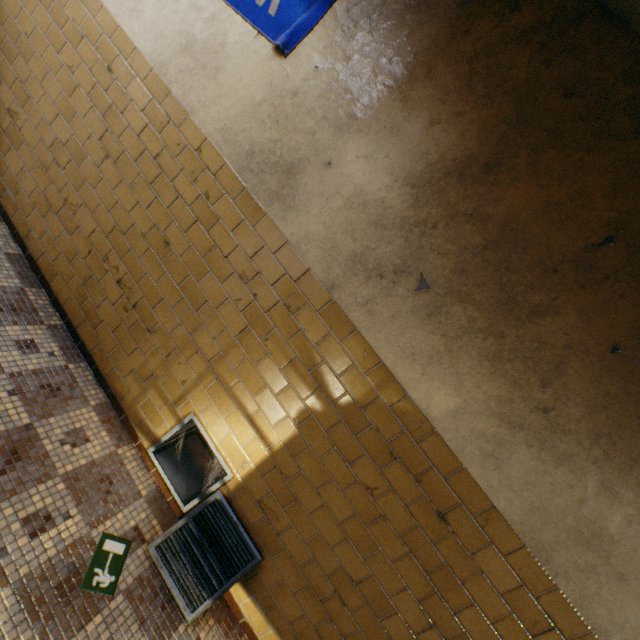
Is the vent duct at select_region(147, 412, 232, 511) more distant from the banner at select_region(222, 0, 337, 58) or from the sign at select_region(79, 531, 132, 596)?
the banner at select_region(222, 0, 337, 58)

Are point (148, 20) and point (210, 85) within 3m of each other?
yes

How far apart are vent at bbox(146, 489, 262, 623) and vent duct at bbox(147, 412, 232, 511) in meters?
0.1

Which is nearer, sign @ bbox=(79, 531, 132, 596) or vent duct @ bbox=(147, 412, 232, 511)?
sign @ bbox=(79, 531, 132, 596)

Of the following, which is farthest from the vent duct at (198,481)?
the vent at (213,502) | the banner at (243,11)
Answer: the banner at (243,11)

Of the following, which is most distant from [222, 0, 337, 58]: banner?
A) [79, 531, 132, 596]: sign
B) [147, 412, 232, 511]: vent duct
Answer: [79, 531, 132, 596]: sign

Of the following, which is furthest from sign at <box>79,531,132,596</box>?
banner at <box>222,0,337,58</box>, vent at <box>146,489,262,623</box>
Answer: banner at <box>222,0,337,58</box>

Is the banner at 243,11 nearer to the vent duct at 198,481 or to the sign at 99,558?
the vent duct at 198,481
